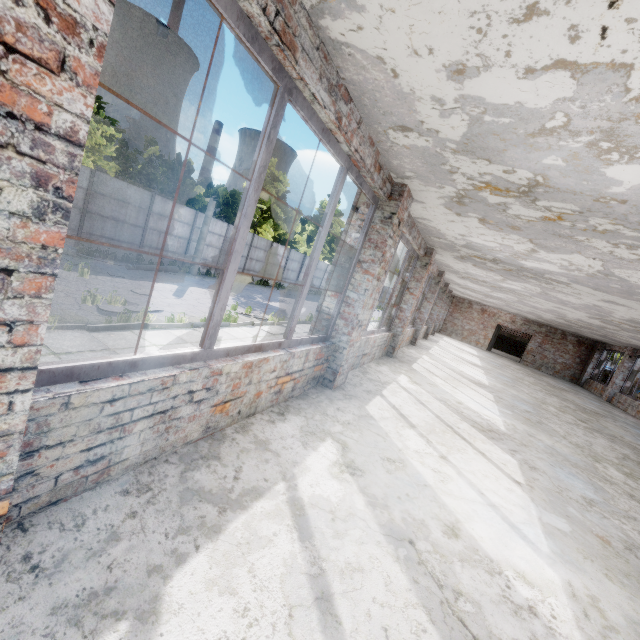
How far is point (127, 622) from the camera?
1.38m
